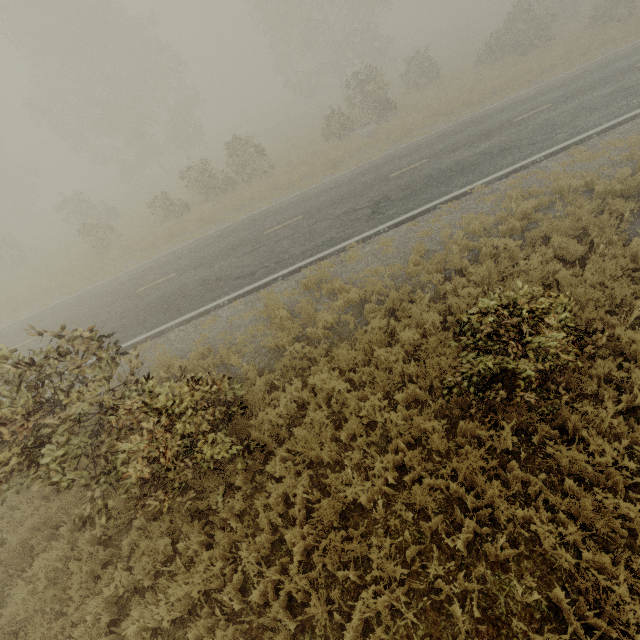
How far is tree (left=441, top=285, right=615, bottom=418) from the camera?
4.0 meters

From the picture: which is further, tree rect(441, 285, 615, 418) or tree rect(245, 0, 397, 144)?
tree rect(245, 0, 397, 144)

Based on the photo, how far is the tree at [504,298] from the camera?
4.0 meters

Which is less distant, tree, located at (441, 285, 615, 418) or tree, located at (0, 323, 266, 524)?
tree, located at (441, 285, 615, 418)

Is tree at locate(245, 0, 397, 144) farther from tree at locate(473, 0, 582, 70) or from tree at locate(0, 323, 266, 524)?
tree at locate(0, 323, 266, 524)

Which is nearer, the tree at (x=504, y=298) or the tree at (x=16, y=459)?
the tree at (x=504, y=298)

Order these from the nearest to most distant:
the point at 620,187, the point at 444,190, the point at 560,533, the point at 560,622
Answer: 1. the point at 560,622
2. the point at 560,533
3. the point at 620,187
4. the point at 444,190

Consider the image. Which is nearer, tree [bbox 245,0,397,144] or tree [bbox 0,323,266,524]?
tree [bbox 0,323,266,524]
